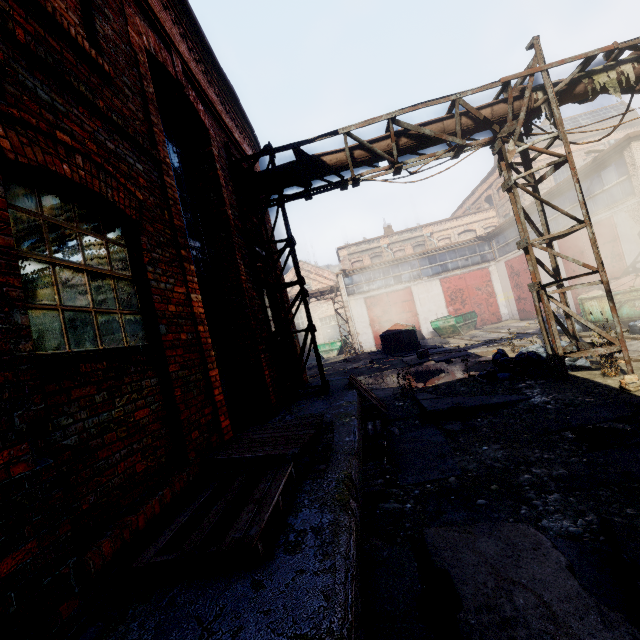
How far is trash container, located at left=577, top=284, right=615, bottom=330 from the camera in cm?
1157

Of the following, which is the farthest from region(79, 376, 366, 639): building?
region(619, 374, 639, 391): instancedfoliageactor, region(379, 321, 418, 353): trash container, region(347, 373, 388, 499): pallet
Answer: region(379, 321, 418, 353): trash container

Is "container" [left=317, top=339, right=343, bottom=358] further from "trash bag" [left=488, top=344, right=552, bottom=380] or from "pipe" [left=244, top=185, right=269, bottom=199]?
"pipe" [left=244, top=185, right=269, bottom=199]

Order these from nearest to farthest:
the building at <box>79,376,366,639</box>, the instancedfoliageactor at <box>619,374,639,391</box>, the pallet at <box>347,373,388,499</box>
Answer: the building at <box>79,376,366,639</box> < the pallet at <box>347,373,388,499</box> < the instancedfoliageactor at <box>619,374,639,391</box>

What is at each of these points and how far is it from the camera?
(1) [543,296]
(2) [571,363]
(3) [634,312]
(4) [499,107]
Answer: (1) scaffolding, 6.8 meters
(2) trash bag, 7.3 meters
(3) trash container, 11.0 meters
(4) pipe, 6.8 meters

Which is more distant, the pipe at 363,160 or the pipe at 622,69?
the pipe at 363,160

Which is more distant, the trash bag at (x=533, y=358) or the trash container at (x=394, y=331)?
the trash container at (x=394, y=331)

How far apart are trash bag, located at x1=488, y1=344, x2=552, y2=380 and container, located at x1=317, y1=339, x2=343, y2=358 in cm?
2012
